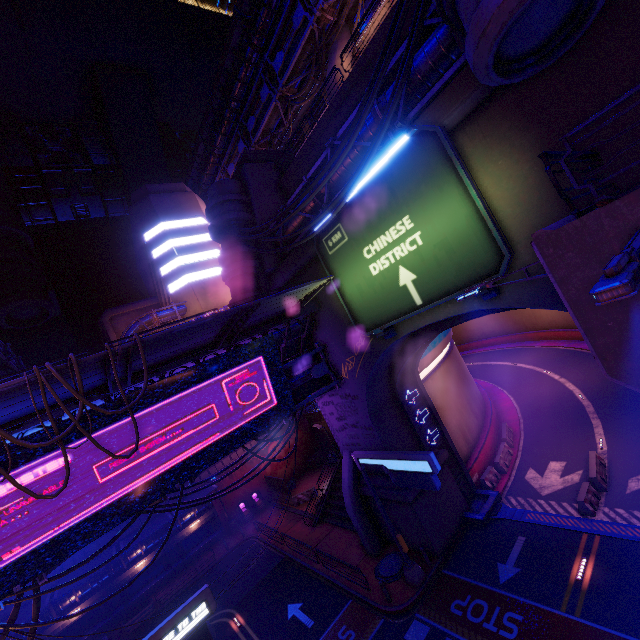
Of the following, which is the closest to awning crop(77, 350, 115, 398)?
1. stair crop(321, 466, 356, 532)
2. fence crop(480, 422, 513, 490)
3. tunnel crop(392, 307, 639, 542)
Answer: tunnel crop(392, 307, 639, 542)

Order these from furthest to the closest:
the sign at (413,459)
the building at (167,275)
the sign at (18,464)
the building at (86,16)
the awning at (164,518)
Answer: the building at (86,16), the awning at (164,518), the building at (167,275), the sign at (413,459), the sign at (18,464)

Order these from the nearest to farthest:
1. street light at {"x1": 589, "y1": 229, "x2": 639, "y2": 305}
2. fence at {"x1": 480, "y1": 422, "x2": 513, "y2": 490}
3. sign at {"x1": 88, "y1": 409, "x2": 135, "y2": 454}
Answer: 1. street light at {"x1": 589, "y1": 229, "x2": 639, "y2": 305}
2. sign at {"x1": 88, "y1": 409, "x2": 135, "y2": 454}
3. fence at {"x1": 480, "y1": 422, "x2": 513, "y2": 490}

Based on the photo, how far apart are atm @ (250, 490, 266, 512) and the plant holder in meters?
10.9 m

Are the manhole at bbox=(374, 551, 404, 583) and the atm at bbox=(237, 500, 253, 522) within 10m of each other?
no

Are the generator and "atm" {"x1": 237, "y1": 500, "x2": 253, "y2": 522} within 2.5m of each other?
no

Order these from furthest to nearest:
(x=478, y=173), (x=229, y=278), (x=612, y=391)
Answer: (x=612, y=391) → (x=229, y=278) → (x=478, y=173)

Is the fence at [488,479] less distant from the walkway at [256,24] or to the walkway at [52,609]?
the walkway at [52,609]
